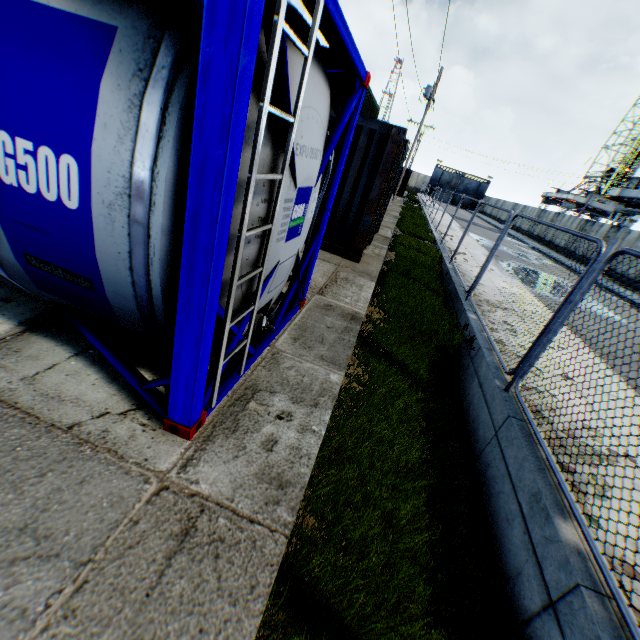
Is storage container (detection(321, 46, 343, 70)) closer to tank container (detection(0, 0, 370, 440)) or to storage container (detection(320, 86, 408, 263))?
storage container (detection(320, 86, 408, 263))

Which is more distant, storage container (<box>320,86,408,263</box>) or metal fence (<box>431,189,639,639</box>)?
storage container (<box>320,86,408,263</box>)

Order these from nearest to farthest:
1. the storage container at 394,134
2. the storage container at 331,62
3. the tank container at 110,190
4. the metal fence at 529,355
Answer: the tank container at 110,190 < the metal fence at 529,355 < the storage container at 394,134 < the storage container at 331,62

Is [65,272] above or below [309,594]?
above

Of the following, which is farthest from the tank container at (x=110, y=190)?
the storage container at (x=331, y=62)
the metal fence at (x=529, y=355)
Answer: the storage container at (x=331, y=62)

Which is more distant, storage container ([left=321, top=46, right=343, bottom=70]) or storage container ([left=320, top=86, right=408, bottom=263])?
storage container ([left=321, top=46, right=343, bottom=70])

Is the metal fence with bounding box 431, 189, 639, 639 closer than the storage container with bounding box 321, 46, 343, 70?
Yes

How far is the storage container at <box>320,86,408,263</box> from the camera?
6.83m
